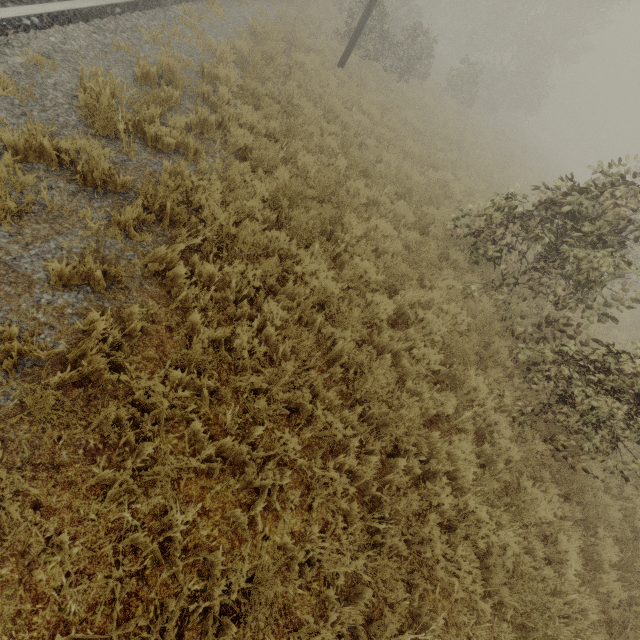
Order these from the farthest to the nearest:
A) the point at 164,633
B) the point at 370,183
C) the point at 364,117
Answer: the point at 364,117
the point at 370,183
the point at 164,633
